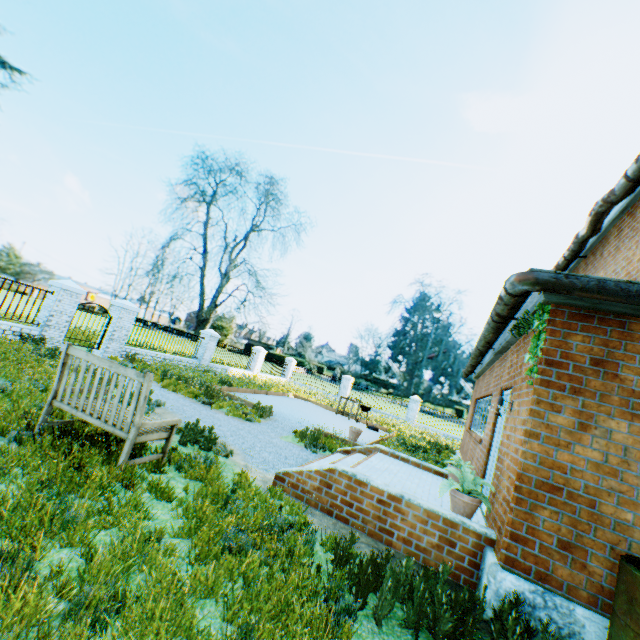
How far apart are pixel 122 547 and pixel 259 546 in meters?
1.4

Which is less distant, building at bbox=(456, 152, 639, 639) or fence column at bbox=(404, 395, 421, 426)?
building at bbox=(456, 152, 639, 639)

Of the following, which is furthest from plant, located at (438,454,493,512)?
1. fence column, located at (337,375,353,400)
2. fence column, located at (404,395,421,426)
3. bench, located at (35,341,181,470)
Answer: fence column, located at (337,375,353,400)

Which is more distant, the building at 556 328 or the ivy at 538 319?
the ivy at 538 319

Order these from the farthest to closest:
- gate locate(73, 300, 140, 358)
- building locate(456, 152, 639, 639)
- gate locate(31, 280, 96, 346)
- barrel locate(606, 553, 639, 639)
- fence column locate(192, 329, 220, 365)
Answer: fence column locate(192, 329, 220, 365), gate locate(73, 300, 140, 358), gate locate(31, 280, 96, 346), building locate(456, 152, 639, 639), barrel locate(606, 553, 639, 639)

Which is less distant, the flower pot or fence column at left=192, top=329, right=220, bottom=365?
the flower pot

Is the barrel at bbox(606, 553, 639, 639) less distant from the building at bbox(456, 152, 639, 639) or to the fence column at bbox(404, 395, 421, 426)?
the building at bbox(456, 152, 639, 639)

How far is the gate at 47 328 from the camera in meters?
11.3 m
